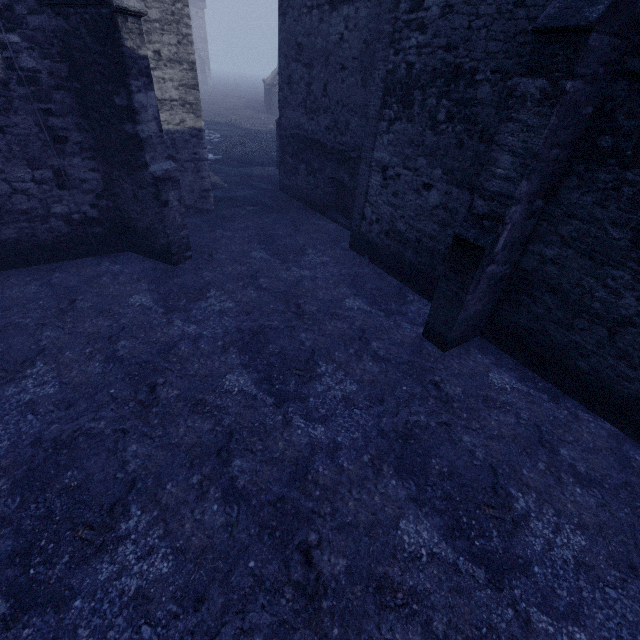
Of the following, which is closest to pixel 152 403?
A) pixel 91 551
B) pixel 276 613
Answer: pixel 91 551

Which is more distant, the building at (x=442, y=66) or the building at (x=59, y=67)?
the building at (x=59, y=67)

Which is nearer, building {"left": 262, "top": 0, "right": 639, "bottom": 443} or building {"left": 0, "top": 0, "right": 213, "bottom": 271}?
building {"left": 262, "top": 0, "right": 639, "bottom": 443}
